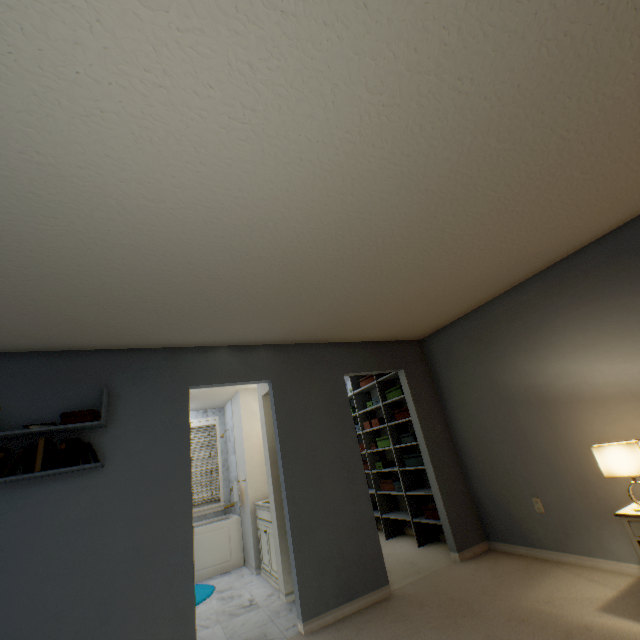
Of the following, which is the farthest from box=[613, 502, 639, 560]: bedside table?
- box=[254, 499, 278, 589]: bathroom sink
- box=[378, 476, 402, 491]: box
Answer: box=[254, 499, 278, 589]: bathroom sink

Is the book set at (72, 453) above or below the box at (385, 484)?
above

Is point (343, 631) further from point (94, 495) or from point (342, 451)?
point (94, 495)

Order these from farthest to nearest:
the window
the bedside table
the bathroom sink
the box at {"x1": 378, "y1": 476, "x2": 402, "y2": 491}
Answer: the window → the box at {"x1": 378, "y1": 476, "x2": 402, "y2": 491} → the bathroom sink → the bedside table

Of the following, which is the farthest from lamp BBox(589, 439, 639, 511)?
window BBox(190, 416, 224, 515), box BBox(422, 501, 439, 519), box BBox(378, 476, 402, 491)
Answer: window BBox(190, 416, 224, 515)

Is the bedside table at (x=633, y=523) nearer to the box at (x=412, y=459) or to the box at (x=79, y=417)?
the box at (x=412, y=459)

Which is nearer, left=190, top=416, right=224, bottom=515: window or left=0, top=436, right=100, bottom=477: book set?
left=0, top=436, right=100, bottom=477: book set

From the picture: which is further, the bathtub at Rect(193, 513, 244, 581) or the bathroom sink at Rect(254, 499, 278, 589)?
the bathtub at Rect(193, 513, 244, 581)
